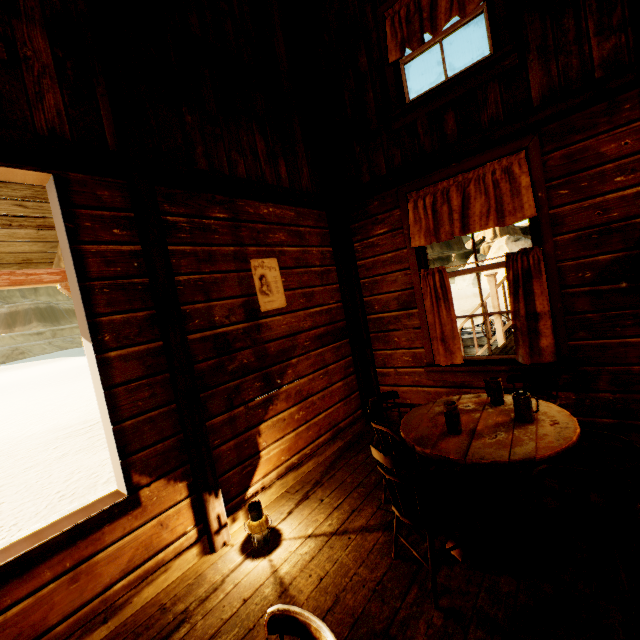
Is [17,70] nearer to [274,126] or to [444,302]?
[274,126]

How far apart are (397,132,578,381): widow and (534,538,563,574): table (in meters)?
1.32

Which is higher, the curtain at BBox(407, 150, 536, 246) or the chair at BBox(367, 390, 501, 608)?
the curtain at BBox(407, 150, 536, 246)

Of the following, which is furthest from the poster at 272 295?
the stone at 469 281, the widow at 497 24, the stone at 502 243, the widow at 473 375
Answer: the stone at 469 281

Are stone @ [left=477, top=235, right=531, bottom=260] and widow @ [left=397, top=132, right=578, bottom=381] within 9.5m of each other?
no

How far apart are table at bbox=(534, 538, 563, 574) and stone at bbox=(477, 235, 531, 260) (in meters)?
38.98

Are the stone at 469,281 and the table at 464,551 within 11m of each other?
no

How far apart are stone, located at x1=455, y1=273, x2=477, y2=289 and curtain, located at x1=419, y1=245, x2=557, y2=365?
45.30m
